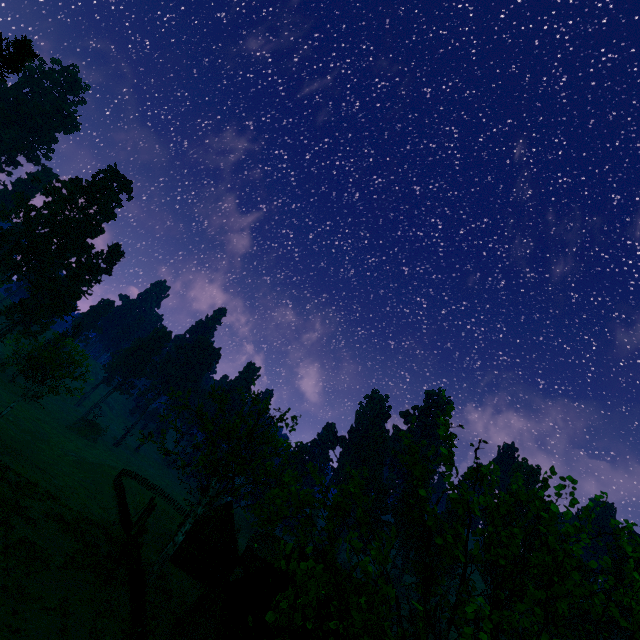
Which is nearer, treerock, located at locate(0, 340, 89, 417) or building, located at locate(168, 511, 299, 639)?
building, located at locate(168, 511, 299, 639)

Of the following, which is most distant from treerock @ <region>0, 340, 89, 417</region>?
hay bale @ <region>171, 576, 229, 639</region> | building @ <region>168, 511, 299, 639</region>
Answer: hay bale @ <region>171, 576, 229, 639</region>

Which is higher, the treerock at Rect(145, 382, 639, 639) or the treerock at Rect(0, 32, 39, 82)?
the treerock at Rect(0, 32, 39, 82)

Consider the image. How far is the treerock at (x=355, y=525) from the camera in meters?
5.1 m

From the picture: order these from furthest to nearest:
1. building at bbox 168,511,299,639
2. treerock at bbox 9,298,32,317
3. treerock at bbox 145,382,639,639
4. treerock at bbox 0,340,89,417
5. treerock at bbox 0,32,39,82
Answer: treerock at bbox 9,298,32,317 → treerock at bbox 0,340,89,417 → treerock at bbox 0,32,39,82 → building at bbox 168,511,299,639 → treerock at bbox 145,382,639,639

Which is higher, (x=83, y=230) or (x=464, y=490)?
(x=83, y=230)
